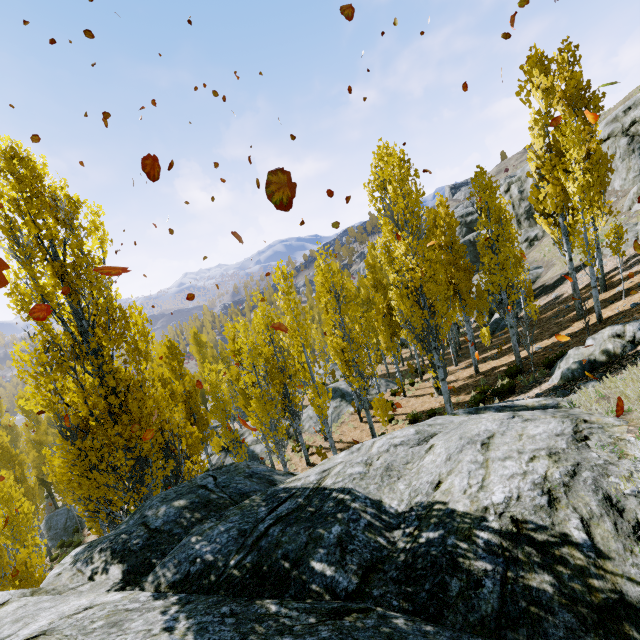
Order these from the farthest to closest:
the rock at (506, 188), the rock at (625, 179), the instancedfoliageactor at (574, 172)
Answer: the rock at (506, 188) < the rock at (625, 179) < the instancedfoliageactor at (574, 172)

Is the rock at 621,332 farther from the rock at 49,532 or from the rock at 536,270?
the rock at 49,532

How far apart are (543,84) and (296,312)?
15.80m

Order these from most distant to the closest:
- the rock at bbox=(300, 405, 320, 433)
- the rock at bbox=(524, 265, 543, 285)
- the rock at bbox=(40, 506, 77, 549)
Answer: the rock at bbox=(524, 265, 543, 285) < the rock at bbox=(40, 506, 77, 549) < the rock at bbox=(300, 405, 320, 433)

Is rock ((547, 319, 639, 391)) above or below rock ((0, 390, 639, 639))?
below

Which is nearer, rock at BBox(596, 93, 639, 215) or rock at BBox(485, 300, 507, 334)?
rock at BBox(485, 300, 507, 334)

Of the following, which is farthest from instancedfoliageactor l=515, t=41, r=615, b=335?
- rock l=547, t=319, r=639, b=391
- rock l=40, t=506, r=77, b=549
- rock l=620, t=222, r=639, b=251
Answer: rock l=620, t=222, r=639, b=251

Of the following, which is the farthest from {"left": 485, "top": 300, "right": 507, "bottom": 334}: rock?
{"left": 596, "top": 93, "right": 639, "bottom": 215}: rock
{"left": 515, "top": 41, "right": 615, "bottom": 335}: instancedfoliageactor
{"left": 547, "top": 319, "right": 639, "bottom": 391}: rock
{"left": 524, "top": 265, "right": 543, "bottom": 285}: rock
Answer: {"left": 596, "top": 93, "right": 639, "bottom": 215}: rock
